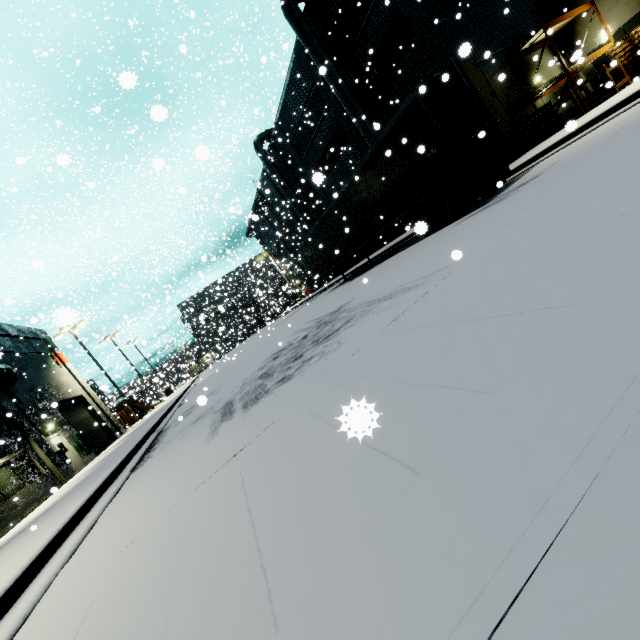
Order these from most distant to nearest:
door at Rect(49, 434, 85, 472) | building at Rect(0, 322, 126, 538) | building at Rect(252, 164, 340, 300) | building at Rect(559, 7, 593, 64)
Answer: building at Rect(252, 164, 340, 300) < door at Rect(49, 434, 85, 472) < building at Rect(0, 322, 126, 538) < building at Rect(559, 7, 593, 64)

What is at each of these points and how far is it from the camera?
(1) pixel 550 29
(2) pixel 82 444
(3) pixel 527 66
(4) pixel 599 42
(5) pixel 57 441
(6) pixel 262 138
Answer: (1) shelf, 10.6m
(2) electrical box, 20.3m
(3) building, 16.8m
(4) building, 16.8m
(5) door, 18.7m
(6) vent duct, 31.7m

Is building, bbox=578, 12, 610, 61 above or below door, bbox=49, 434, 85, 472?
above

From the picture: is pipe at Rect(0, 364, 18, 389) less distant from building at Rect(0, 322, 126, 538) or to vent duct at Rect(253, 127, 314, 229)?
building at Rect(0, 322, 126, 538)

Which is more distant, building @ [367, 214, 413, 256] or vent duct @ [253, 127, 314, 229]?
vent duct @ [253, 127, 314, 229]

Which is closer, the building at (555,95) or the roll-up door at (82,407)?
the building at (555,95)

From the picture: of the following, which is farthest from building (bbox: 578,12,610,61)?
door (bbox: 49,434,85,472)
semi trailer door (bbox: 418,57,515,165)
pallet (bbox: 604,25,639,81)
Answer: semi trailer door (bbox: 418,57,515,165)

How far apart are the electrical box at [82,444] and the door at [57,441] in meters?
0.1 m
